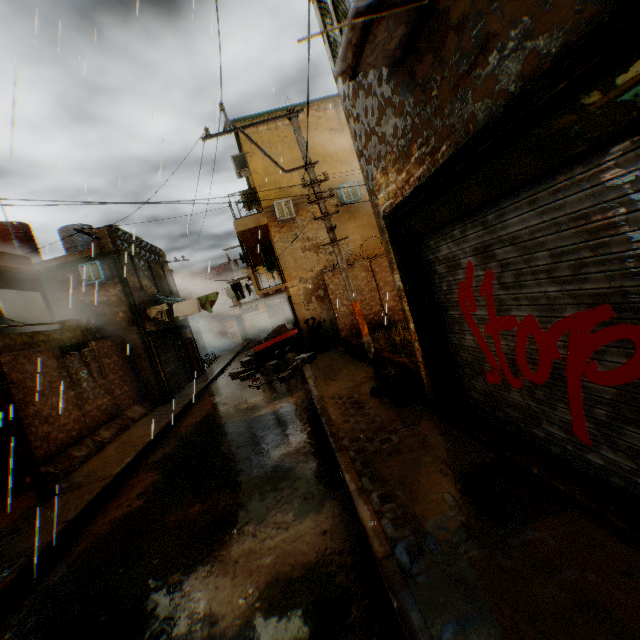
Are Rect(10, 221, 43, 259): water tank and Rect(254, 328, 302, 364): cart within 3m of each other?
no

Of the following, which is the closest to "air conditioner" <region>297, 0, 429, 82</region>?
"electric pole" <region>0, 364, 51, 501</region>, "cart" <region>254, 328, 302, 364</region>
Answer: "electric pole" <region>0, 364, 51, 501</region>

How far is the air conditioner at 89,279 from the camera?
12.86m

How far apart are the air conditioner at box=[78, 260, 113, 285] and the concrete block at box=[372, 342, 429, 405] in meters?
2.2 m

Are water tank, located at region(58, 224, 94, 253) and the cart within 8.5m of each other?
no

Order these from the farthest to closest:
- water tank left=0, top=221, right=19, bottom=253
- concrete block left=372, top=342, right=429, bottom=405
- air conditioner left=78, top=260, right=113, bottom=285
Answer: water tank left=0, top=221, right=19, bottom=253 → air conditioner left=78, top=260, right=113, bottom=285 → concrete block left=372, top=342, right=429, bottom=405

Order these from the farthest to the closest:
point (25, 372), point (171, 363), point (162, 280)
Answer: point (162, 280)
point (171, 363)
point (25, 372)

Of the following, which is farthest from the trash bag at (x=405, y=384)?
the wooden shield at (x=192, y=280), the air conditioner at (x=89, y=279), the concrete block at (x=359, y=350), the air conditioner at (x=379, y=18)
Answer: the wooden shield at (x=192, y=280)
